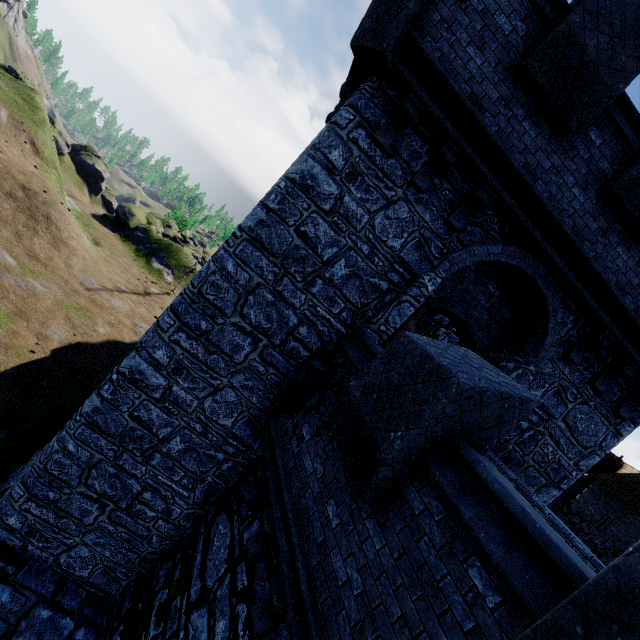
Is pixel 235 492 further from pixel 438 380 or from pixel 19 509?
pixel 438 380

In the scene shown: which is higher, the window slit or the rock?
the window slit

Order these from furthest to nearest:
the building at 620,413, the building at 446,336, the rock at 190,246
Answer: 1. the rock at 190,246
2. the building at 446,336
3. the building at 620,413

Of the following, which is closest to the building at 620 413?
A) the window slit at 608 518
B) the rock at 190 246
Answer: the rock at 190 246

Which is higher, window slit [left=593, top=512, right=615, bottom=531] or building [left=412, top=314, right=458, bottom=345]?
building [left=412, top=314, right=458, bottom=345]

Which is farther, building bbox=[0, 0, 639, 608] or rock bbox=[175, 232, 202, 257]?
rock bbox=[175, 232, 202, 257]

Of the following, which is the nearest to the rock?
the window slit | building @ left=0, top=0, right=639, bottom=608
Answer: building @ left=0, top=0, right=639, bottom=608
